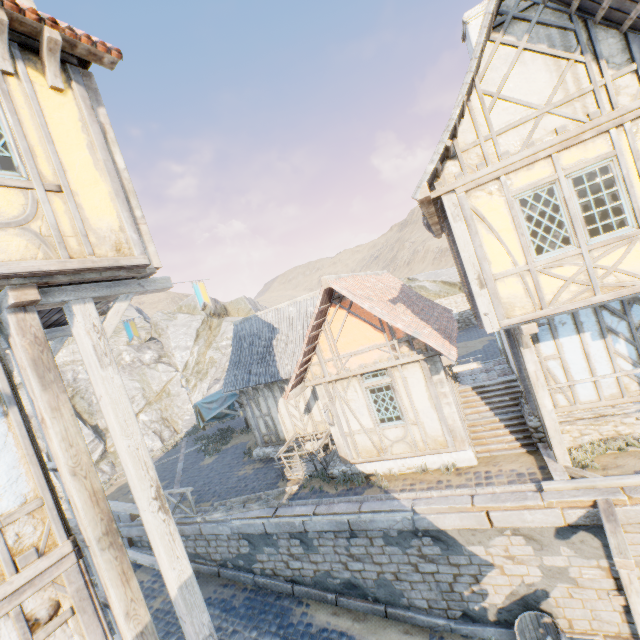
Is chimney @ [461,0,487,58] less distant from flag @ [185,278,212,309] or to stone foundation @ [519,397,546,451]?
stone foundation @ [519,397,546,451]

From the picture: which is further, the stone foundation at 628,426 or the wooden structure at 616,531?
the stone foundation at 628,426

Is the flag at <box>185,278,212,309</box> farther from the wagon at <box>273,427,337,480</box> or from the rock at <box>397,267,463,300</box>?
the wagon at <box>273,427,337,480</box>

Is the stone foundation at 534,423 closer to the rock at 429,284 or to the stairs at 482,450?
the stairs at 482,450

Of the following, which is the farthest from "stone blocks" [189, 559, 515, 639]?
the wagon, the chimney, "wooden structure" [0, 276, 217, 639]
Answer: the chimney

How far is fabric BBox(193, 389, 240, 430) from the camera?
15.9 meters

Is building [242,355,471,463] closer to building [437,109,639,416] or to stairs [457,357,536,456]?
stairs [457,357,536,456]

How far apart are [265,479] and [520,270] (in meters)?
11.33
